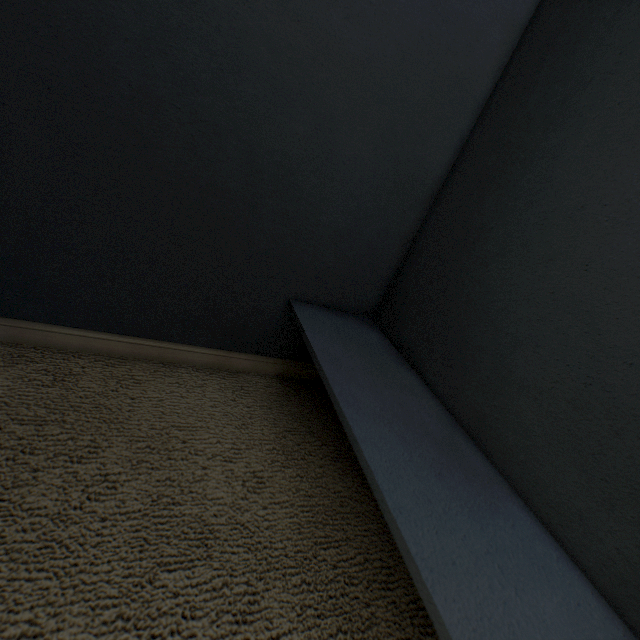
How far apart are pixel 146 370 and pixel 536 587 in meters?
1.0
